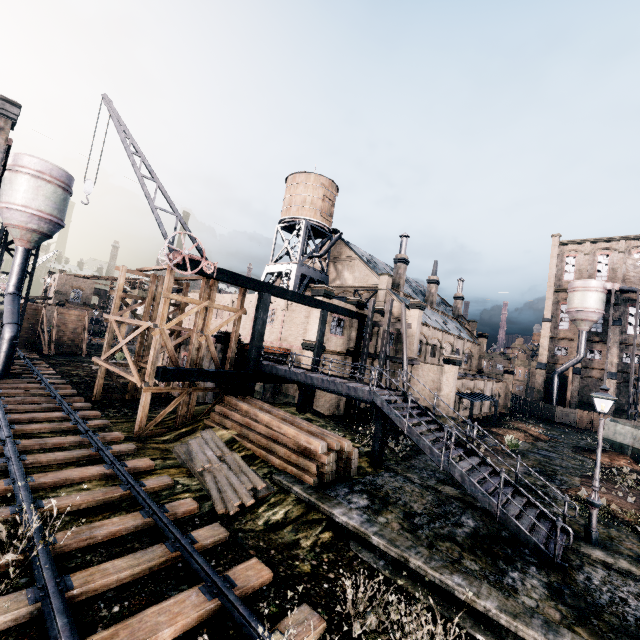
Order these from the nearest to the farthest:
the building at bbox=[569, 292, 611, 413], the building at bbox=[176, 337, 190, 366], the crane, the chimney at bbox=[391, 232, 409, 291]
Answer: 1. the crane
2. the building at bbox=[176, 337, 190, 366]
3. the chimney at bbox=[391, 232, 409, 291]
4. the building at bbox=[569, 292, 611, 413]

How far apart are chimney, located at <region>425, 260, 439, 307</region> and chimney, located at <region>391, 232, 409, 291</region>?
9.4 meters

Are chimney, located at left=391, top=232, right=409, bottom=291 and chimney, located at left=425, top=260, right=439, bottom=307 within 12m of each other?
yes

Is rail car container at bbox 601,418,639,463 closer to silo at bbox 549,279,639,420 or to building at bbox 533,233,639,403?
building at bbox 533,233,639,403

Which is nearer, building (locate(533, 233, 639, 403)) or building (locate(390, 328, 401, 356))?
building (locate(390, 328, 401, 356))

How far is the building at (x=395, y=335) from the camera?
35.6 meters

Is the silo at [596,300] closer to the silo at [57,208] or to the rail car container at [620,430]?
the rail car container at [620,430]

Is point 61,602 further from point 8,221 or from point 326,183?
point 326,183
